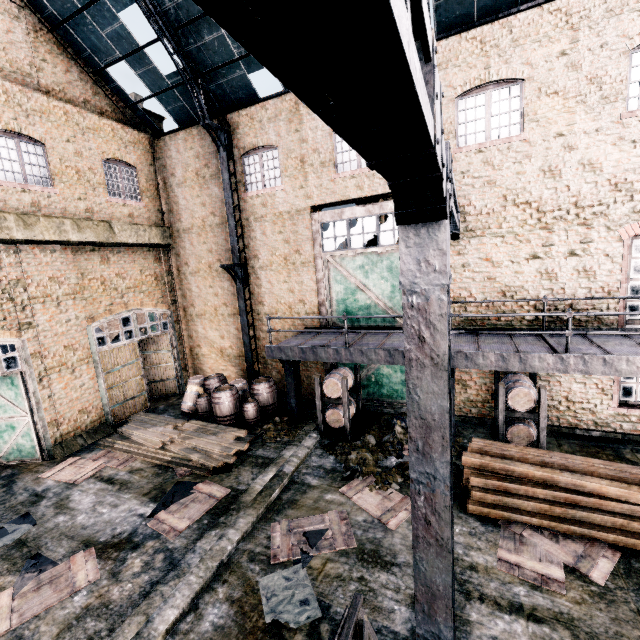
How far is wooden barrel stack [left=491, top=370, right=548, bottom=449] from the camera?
9.30m

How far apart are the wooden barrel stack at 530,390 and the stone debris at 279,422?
6.5 meters

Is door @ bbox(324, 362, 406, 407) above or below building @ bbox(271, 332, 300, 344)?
below

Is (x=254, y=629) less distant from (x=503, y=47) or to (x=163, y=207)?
(x=503, y=47)

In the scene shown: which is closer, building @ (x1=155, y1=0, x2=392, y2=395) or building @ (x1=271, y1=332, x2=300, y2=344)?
building @ (x1=155, y1=0, x2=392, y2=395)

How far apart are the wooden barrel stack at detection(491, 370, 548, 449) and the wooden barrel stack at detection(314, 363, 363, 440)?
4.5m

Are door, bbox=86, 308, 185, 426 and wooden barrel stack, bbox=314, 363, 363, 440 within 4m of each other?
no

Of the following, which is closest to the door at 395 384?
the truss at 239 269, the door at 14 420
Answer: the truss at 239 269
